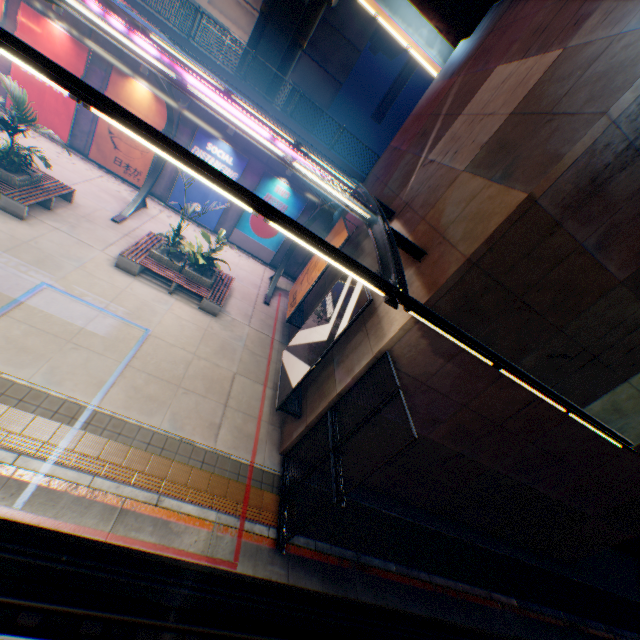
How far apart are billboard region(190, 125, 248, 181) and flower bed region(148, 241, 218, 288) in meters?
4.9

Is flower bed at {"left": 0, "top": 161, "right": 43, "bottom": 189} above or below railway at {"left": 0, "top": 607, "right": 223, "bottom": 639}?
above

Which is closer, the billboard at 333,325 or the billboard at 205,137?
the billboard at 333,325

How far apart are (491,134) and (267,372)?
10.1 meters

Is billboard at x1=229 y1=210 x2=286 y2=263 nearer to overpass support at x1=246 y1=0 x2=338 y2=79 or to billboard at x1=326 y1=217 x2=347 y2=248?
billboard at x1=326 y1=217 x2=347 y2=248

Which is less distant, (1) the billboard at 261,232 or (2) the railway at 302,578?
(2) the railway at 302,578

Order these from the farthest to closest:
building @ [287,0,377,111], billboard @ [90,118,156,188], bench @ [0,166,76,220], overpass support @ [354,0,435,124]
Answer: building @ [287,0,377,111] < overpass support @ [354,0,435,124] < billboard @ [90,118,156,188] < bench @ [0,166,76,220]

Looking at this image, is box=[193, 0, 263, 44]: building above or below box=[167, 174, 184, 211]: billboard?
above
